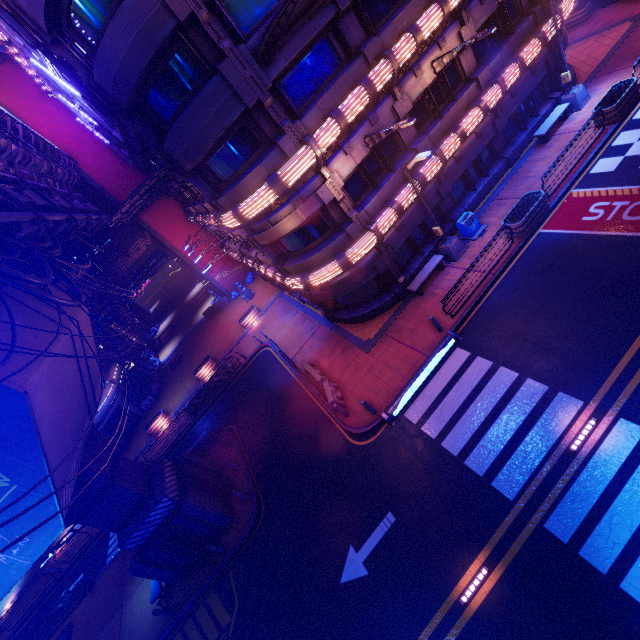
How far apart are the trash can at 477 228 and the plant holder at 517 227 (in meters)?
1.16

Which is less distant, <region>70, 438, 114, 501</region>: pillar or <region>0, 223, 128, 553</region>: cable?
<region>0, 223, 128, 553</region>: cable

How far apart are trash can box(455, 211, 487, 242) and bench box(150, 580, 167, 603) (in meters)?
23.32

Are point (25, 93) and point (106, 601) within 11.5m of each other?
no

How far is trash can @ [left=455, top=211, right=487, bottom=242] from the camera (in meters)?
16.95

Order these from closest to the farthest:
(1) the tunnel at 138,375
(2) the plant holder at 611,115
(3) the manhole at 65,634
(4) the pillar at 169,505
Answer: (4) the pillar at 169,505 < (2) the plant holder at 611,115 < (3) the manhole at 65,634 < (1) the tunnel at 138,375

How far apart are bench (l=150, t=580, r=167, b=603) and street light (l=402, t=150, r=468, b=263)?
21.7 meters

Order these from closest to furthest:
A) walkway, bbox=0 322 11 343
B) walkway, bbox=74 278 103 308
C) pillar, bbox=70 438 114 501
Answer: walkway, bbox=0 322 11 343 → pillar, bbox=70 438 114 501 → walkway, bbox=74 278 103 308
